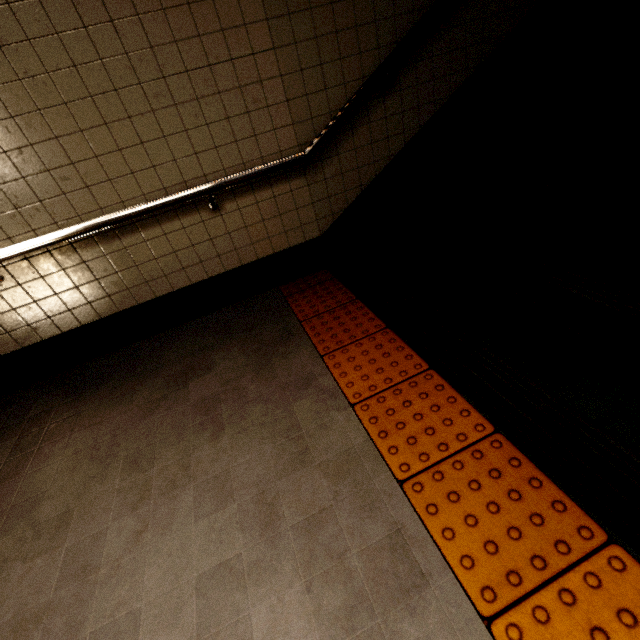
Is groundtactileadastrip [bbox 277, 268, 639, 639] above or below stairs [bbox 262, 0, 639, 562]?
below

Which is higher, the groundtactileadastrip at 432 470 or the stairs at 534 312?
the stairs at 534 312

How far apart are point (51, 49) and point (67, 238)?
1.0m
